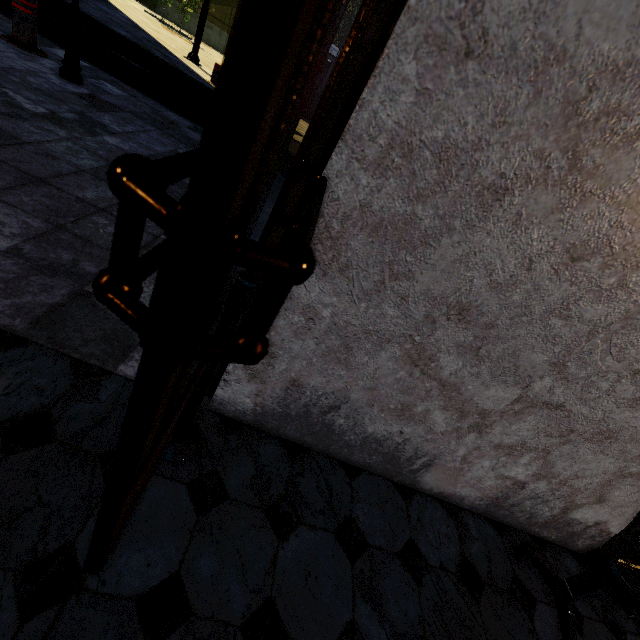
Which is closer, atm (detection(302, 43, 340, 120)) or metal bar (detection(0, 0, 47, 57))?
metal bar (detection(0, 0, 47, 57))

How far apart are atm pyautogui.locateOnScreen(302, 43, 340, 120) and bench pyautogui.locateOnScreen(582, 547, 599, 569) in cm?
1918

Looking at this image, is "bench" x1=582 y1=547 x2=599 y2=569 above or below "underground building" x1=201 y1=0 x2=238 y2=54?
below

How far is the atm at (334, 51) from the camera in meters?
15.4

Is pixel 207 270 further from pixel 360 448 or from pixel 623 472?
pixel 623 472

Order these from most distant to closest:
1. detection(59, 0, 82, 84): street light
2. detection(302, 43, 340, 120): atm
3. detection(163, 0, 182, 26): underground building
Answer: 1. detection(163, 0, 182, 26): underground building
2. detection(302, 43, 340, 120): atm
3. detection(59, 0, 82, 84): street light

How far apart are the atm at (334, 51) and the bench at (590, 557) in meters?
19.2 m

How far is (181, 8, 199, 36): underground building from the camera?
23.23m
